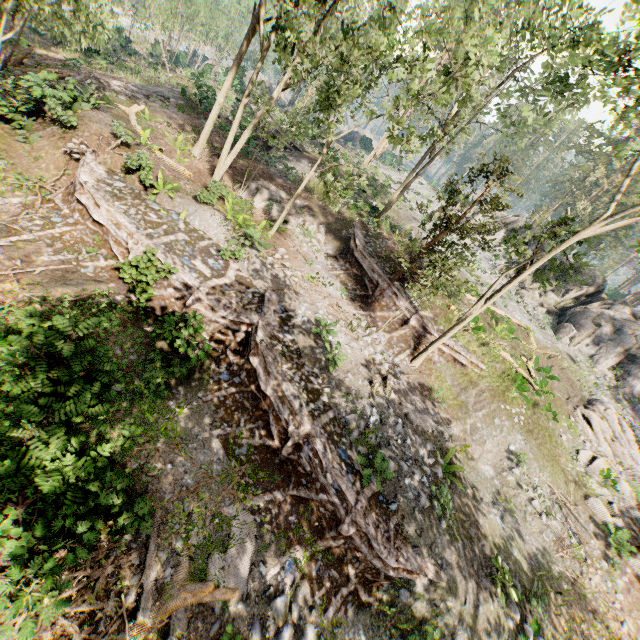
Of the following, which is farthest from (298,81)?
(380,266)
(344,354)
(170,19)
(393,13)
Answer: (170,19)

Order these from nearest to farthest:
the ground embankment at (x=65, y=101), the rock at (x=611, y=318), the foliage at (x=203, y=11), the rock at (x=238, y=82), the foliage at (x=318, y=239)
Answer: the foliage at (x=203, y=11) → the ground embankment at (x=65, y=101) → the foliage at (x=318, y=239) → the rock at (x=611, y=318) → the rock at (x=238, y=82)

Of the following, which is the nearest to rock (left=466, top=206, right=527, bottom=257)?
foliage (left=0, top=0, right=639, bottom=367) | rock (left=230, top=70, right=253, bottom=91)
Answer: foliage (left=0, top=0, right=639, bottom=367)

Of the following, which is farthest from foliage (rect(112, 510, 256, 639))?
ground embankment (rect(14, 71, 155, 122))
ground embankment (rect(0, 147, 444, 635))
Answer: ground embankment (rect(14, 71, 155, 122))

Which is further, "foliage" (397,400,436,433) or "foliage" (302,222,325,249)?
"foliage" (302,222,325,249)

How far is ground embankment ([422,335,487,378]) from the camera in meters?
17.1

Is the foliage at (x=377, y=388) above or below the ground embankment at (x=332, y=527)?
above

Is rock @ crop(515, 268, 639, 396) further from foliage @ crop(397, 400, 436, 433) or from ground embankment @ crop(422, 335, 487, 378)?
ground embankment @ crop(422, 335, 487, 378)
